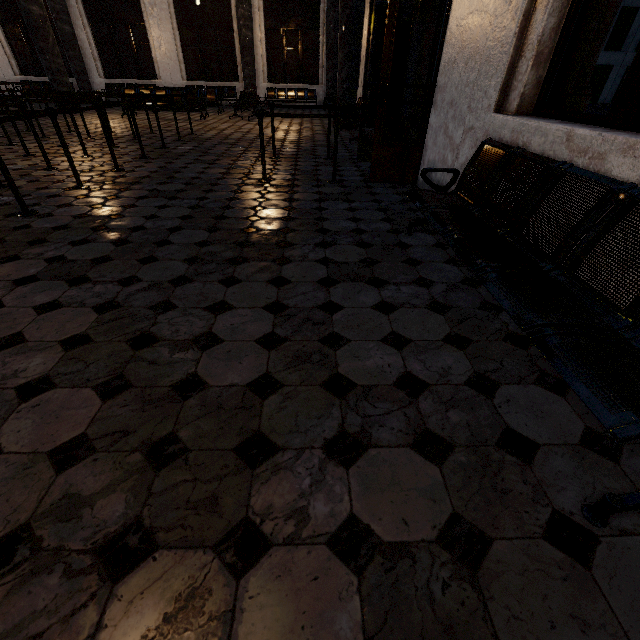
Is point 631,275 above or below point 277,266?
above
